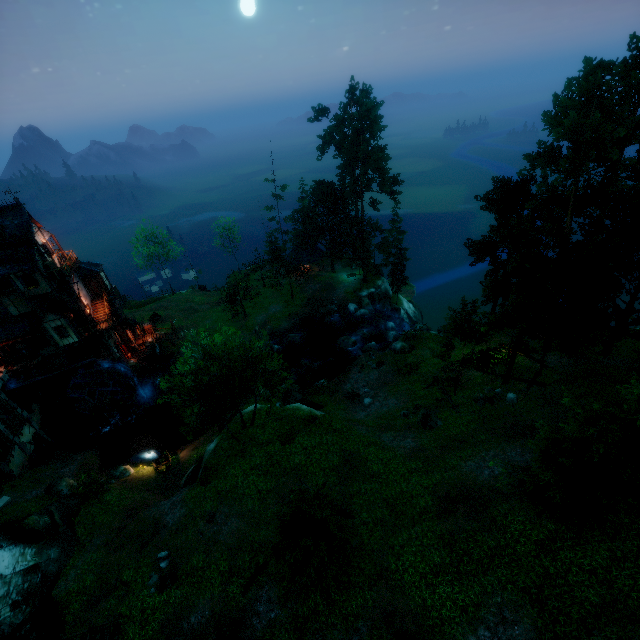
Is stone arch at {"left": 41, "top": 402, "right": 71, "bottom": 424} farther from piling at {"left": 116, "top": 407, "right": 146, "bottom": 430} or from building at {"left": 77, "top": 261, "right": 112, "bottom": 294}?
piling at {"left": 116, "top": 407, "right": 146, "bottom": 430}

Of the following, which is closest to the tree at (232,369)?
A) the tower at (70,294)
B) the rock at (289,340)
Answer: the rock at (289,340)

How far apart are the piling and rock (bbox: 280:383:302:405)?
16.3m

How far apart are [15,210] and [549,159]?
44.51m

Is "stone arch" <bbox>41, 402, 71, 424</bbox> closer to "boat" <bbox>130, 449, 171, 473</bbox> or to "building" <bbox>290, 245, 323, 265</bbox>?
"boat" <bbox>130, 449, 171, 473</bbox>

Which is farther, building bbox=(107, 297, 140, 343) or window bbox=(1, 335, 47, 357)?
→ building bbox=(107, 297, 140, 343)

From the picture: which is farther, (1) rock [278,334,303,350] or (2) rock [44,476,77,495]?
(1) rock [278,334,303,350]

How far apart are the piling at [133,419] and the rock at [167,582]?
22.1m
